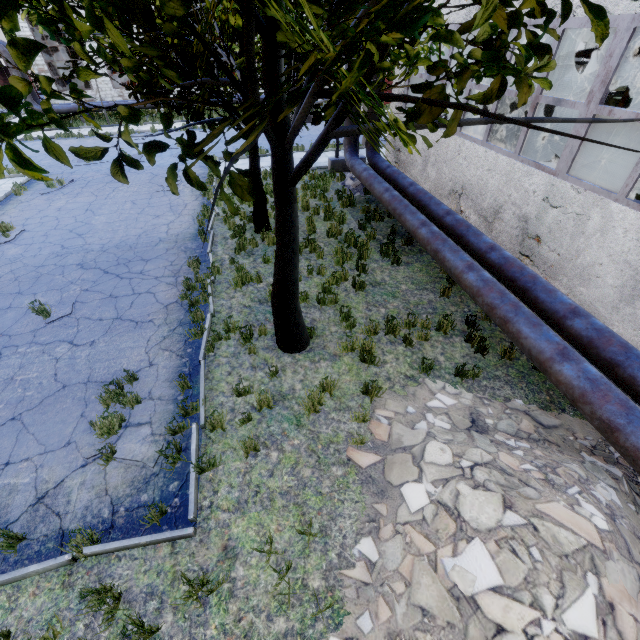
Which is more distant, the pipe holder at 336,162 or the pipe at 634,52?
the pipe holder at 336,162

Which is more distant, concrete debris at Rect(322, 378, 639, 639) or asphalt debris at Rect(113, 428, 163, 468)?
asphalt debris at Rect(113, 428, 163, 468)

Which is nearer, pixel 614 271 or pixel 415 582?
pixel 415 582

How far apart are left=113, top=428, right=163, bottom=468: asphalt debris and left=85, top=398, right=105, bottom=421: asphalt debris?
0.2m

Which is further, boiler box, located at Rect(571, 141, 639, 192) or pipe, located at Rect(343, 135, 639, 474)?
boiler box, located at Rect(571, 141, 639, 192)

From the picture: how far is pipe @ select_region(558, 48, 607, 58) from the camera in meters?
6.9 m

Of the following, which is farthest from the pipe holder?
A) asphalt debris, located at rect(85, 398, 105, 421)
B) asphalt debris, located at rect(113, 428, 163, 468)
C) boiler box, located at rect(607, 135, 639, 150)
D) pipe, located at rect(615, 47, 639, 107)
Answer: asphalt debris, located at rect(113, 428, 163, 468)

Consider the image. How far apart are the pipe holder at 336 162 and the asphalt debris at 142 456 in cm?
1402
